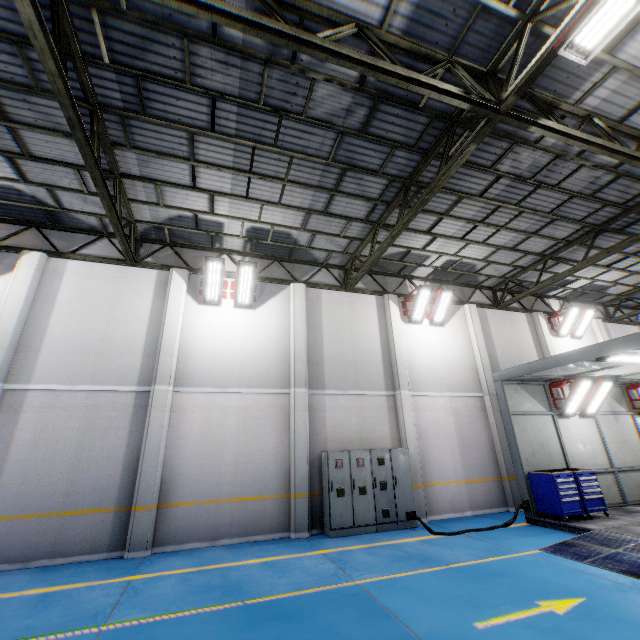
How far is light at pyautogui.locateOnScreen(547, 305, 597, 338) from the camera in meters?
15.0 m

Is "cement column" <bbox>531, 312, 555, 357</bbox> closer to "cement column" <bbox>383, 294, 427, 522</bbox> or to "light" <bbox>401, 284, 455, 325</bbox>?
"light" <bbox>401, 284, 455, 325</bbox>

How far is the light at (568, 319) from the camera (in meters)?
14.96

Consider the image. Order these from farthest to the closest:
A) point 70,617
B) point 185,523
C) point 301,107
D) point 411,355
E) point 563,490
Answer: point 411,355 → point 563,490 → point 185,523 → point 301,107 → point 70,617

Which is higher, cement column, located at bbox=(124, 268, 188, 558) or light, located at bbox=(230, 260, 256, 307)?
light, located at bbox=(230, 260, 256, 307)

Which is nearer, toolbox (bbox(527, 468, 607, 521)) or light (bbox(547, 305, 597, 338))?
toolbox (bbox(527, 468, 607, 521))

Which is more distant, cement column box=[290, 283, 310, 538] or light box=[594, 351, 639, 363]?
cement column box=[290, 283, 310, 538]

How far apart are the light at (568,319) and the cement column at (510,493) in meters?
4.3
